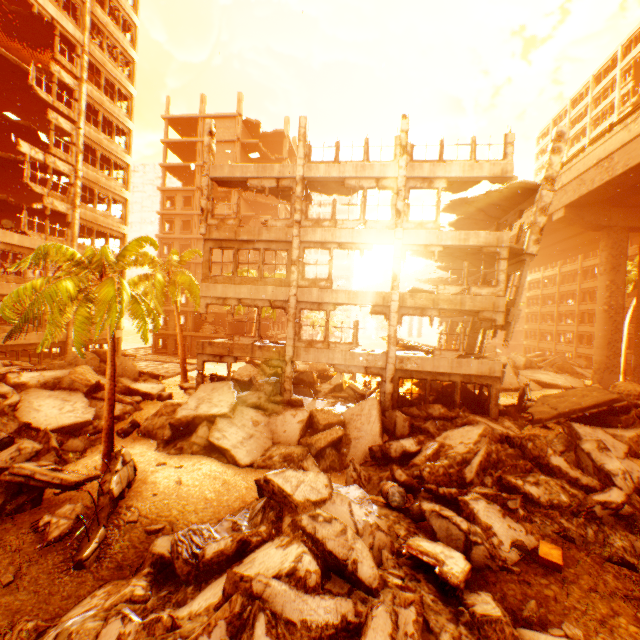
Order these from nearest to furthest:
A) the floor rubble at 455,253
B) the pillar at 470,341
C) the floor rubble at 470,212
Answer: the floor rubble at 470,212 < the floor rubble at 455,253 < the pillar at 470,341

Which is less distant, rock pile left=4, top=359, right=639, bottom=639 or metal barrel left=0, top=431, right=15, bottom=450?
rock pile left=4, top=359, right=639, bottom=639

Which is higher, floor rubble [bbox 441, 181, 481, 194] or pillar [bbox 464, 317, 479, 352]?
floor rubble [bbox 441, 181, 481, 194]

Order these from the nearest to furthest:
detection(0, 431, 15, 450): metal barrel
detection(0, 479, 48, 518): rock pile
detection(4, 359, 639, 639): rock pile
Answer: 1. detection(4, 359, 639, 639): rock pile
2. detection(0, 479, 48, 518): rock pile
3. detection(0, 431, 15, 450): metal barrel

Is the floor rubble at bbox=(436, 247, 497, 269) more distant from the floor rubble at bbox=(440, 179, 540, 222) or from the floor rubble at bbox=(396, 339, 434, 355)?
the floor rubble at bbox=(396, 339, 434, 355)

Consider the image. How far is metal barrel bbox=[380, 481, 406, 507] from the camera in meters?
8.4

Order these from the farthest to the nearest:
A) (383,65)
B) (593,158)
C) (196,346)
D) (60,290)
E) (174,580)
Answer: (383,65) < (593,158) < (196,346) < (60,290) < (174,580)

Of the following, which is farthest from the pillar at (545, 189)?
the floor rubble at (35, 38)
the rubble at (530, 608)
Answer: the floor rubble at (35, 38)
